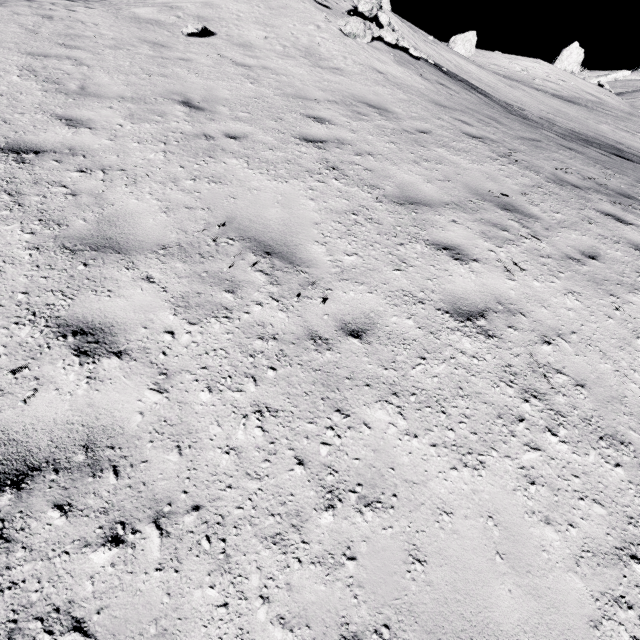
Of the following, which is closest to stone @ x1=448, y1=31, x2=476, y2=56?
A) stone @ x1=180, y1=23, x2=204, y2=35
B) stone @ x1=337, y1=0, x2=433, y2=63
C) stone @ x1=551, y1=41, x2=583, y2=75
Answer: stone @ x1=551, y1=41, x2=583, y2=75

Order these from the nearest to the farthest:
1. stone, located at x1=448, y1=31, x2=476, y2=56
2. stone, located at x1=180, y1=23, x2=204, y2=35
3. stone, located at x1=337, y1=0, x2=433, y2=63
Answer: stone, located at x1=180, y1=23, x2=204, y2=35 → stone, located at x1=337, y1=0, x2=433, y2=63 → stone, located at x1=448, y1=31, x2=476, y2=56

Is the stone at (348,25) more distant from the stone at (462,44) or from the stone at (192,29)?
the stone at (462,44)

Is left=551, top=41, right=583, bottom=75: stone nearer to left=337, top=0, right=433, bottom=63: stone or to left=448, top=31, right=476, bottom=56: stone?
left=448, top=31, right=476, bottom=56: stone

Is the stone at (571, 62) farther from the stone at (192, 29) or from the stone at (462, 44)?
the stone at (192, 29)

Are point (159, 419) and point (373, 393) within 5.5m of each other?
yes

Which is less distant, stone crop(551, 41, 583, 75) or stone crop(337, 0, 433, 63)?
stone crop(337, 0, 433, 63)

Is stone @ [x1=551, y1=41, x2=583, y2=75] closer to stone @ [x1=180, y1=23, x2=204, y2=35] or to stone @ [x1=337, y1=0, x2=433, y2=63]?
stone @ [x1=337, y1=0, x2=433, y2=63]
